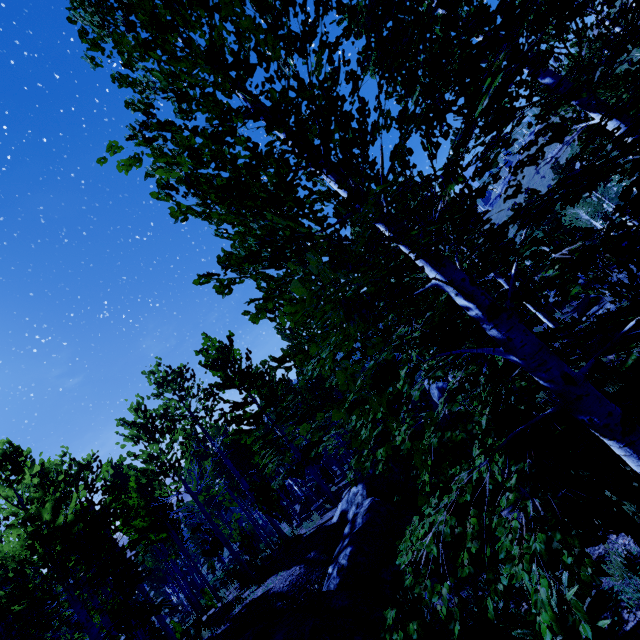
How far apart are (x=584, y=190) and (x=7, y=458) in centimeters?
1133cm

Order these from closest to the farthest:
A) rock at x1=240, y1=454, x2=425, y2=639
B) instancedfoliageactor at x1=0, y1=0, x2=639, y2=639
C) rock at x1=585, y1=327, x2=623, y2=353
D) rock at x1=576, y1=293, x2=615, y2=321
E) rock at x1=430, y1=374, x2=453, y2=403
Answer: instancedfoliageactor at x1=0, y1=0, x2=639, y2=639 < rock at x1=240, y1=454, x2=425, y2=639 < rock at x1=585, y1=327, x2=623, y2=353 < rock at x1=576, y1=293, x2=615, y2=321 < rock at x1=430, y1=374, x2=453, y2=403

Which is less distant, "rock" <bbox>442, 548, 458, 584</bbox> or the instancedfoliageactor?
the instancedfoliageactor

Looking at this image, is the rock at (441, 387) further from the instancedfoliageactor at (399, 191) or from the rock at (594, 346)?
the rock at (594, 346)

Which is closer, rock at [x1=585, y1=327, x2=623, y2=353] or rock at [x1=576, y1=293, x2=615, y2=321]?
rock at [x1=585, y1=327, x2=623, y2=353]

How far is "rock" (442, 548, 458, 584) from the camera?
6.7 meters

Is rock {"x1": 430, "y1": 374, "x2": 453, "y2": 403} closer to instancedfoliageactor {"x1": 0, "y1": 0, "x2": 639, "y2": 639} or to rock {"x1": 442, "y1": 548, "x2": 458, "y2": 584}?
instancedfoliageactor {"x1": 0, "y1": 0, "x2": 639, "y2": 639}
